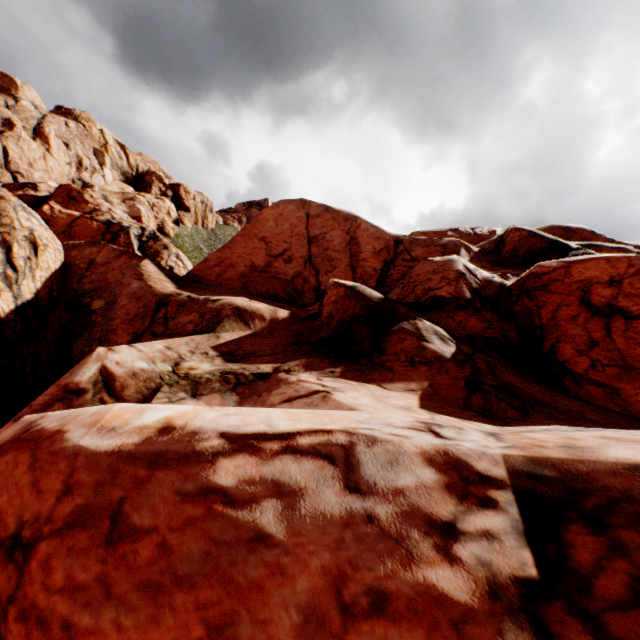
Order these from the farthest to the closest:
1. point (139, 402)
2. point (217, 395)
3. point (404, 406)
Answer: point (217, 395) → point (139, 402) → point (404, 406)
